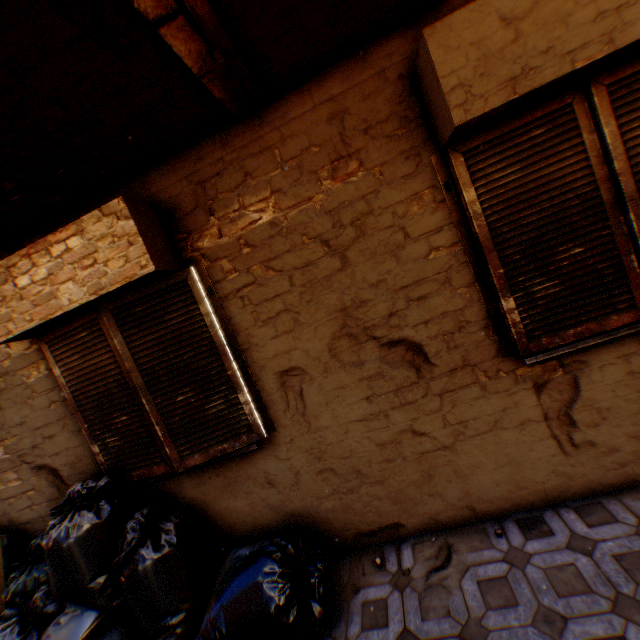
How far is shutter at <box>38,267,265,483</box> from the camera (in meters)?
2.61

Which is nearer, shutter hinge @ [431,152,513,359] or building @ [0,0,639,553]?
building @ [0,0,639,553]

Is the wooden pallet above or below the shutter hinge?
below

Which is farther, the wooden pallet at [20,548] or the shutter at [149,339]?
the wooden pallet at [20,548]

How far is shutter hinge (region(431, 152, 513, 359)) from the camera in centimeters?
226cm

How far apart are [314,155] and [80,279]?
1.97m

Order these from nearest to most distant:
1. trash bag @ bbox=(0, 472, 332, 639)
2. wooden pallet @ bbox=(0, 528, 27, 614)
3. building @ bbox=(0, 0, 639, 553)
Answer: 1. building @ bbox=(0, 0, 639, 553)
2. trash bag @ bbox=(0, 472, 332, 639)
3. wooden pallet @ bbox=(0, 528, 27, 614)

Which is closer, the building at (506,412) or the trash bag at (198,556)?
the building at (506,412)
